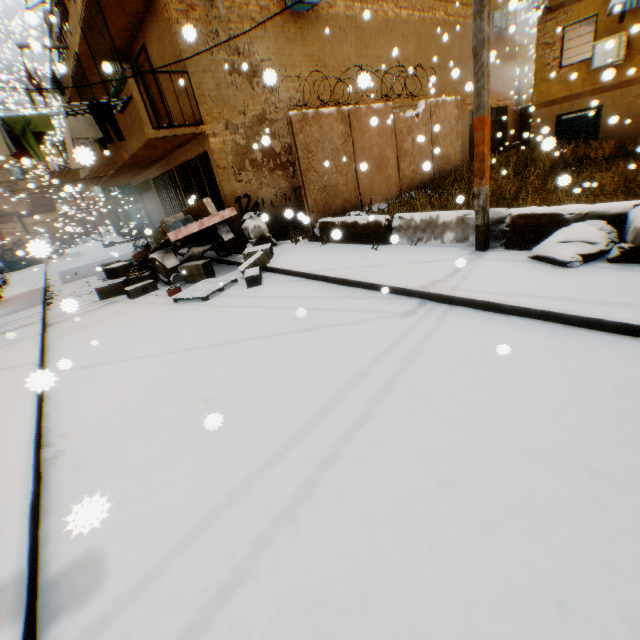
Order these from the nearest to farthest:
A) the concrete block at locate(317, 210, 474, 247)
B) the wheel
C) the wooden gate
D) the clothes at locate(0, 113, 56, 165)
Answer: the concrete block at locate(317, 210, 474, 247) → the clothes at locate(0, 113, 56, 165) → the wheel → the wooden gate

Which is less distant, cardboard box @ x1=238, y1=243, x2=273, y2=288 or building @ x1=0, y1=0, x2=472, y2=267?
cardboard box @ x1=238, y1=243, x2=273, y2=288

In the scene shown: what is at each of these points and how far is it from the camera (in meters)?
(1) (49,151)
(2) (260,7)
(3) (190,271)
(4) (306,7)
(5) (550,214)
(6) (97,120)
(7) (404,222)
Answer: Result:
(1) building, 42.16
(2) building, 8.93
(3) cardboard box, 8.44
(4) air conditioner, 9.38
(5) concrete block, 4.73
(6) clothes, 7.35
(7) concrete block, 6.90

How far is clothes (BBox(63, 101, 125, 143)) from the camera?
7.34m

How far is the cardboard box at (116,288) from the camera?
8.51m

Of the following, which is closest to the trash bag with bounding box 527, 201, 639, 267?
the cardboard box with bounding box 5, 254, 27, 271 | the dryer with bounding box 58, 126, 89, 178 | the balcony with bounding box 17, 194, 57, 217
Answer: the dryer with bounding box 58, 126, 89, 178

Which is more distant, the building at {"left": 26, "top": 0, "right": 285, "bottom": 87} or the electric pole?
the building at {"left": 26, "top": 0, "right": 285, "bottom": 87}

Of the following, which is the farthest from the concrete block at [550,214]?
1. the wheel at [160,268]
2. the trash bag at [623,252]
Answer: the wheel at [160,268]
